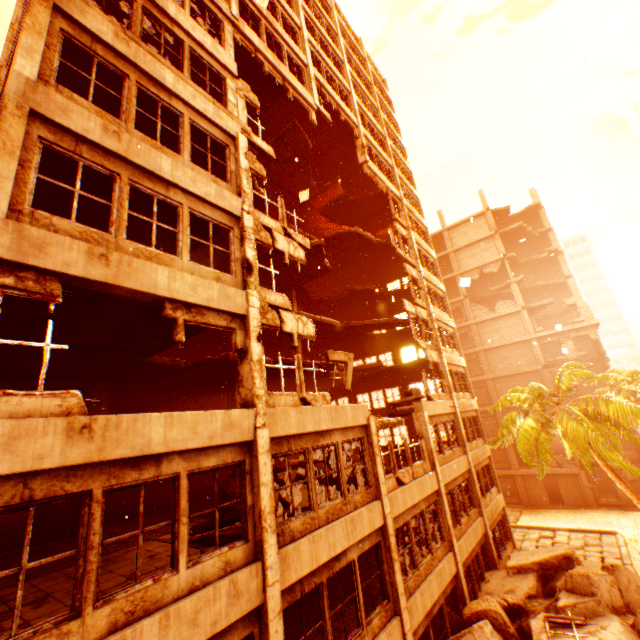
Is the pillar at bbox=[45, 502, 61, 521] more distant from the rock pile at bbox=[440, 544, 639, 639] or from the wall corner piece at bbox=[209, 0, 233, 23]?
the rock pile at bbox=[440, 544, 639, 639]

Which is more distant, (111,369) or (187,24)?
(111,369)

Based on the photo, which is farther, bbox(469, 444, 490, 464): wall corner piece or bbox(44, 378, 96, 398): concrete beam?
bbox(469, 444, 490, 464): wall corner piece

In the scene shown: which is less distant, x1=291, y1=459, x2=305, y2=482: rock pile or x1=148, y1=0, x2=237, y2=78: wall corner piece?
x1=148, y1=0, x2=237, y2=78: wall corner piece

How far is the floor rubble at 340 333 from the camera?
20.73m

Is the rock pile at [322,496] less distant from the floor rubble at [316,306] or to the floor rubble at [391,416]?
the floor rubble at [391,416]

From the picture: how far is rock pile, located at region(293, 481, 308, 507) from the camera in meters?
10.0

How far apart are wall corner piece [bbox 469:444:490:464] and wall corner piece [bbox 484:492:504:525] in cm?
223
